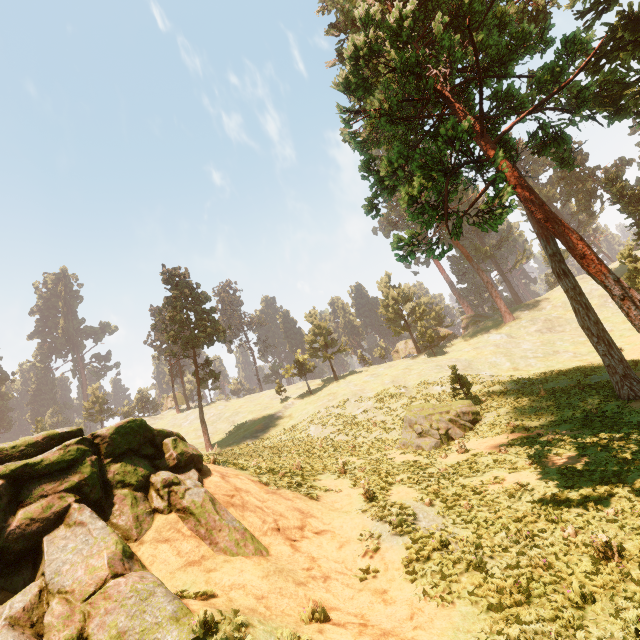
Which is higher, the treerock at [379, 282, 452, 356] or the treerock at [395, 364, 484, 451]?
the treerock at [379, 282, 452, 356]

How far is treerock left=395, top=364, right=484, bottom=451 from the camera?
21.09m

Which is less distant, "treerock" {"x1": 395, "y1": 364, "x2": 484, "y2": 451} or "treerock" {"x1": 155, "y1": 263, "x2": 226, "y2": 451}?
"treerock" {"x1": 395, "y1": 364, "x2": 484, "y2": 451}

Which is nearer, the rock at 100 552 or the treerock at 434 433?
the rock at 100 552

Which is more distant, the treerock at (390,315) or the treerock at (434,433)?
the treerock at (390,315)

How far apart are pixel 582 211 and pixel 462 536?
60.45m

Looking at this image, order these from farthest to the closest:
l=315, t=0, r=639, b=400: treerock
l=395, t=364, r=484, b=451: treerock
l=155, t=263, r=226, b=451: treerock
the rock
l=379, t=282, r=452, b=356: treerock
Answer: l=379, t=282, r=452, b=356: treerock < l=155, t=263, r=226, b=451: treerock < l=395, t=364, r=484, b=451: treerock < l=315, t=0, r=639, b=400: treerock < the rock
